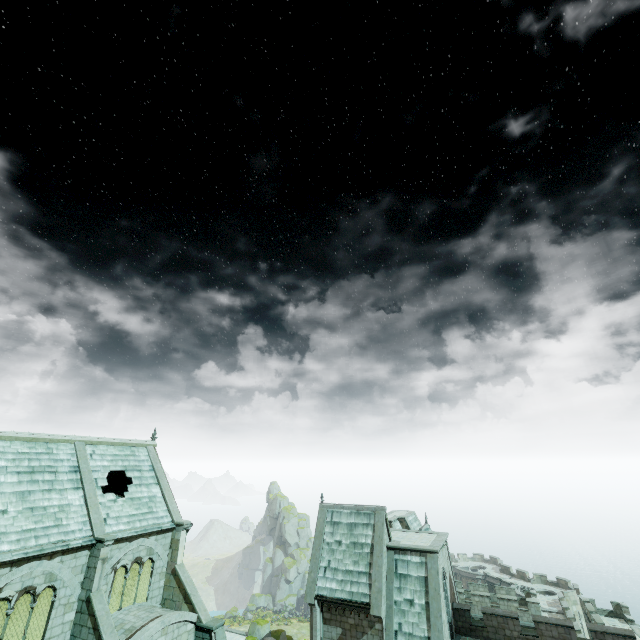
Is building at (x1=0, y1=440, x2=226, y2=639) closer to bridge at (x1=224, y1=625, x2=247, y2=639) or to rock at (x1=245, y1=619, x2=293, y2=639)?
bridge at (x1=224, y1=625, x2=247, y2=639)

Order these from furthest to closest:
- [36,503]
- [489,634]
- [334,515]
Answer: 1. [334,515]
2. [489,634]
3. [36,503]

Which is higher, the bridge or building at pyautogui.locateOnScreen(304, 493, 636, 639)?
building at pyautogui.locateOnScreen(304, 493, 636, 639)

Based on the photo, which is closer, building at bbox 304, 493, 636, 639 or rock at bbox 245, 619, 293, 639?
building at bbox 304, 493, 636, 639

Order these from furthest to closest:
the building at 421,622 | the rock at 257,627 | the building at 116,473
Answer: the rock at 257,627, the building at 421,622, the building at 116,473

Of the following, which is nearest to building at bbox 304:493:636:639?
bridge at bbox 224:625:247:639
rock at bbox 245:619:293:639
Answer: bridge at bbox 224:625:247:639

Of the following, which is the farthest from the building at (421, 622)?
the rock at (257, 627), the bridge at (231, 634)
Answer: the rock at (257, 627)
